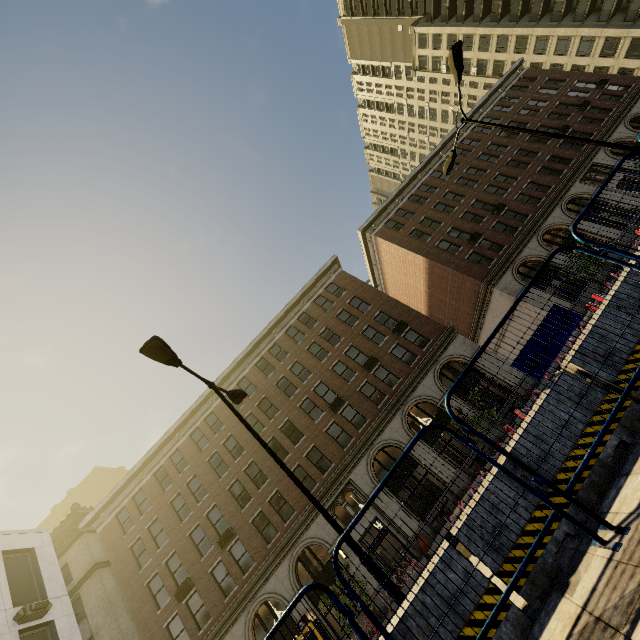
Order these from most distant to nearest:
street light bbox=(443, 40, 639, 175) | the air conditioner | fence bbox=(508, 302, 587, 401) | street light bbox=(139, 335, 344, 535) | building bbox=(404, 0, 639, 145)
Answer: building bbox=(404, 0, 639, 145) < the air conditioner < street light bbox=(443, 40, 639, 175) < street light bbox=(139, 335, 344, 535) < fence bbox=(508, 302, 587, 401)

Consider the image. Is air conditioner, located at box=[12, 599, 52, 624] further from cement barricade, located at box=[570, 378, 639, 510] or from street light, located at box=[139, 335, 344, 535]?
cement barricade, located at box=[570, 378, 639, 510]

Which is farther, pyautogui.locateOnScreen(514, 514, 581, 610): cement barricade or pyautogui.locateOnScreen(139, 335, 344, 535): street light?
pyautogui.locateOnScreen(139, 335, 344, 535): street light

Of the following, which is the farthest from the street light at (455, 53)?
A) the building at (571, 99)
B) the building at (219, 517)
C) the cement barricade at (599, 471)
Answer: the building at (571, 99)

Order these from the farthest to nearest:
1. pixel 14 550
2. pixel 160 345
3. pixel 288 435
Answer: pixel 288 435 → pixel 14 550 → pixel 160 345

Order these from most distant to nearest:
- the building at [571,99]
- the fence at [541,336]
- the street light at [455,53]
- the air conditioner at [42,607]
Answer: the building at [571,99] → the air conditioner at [42,607] → the street light at [455,53] → the fence at [541,336]

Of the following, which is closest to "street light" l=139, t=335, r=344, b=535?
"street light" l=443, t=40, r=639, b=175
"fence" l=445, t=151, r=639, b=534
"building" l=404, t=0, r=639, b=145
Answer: "fence" l=445, t=151, r=639, b=534

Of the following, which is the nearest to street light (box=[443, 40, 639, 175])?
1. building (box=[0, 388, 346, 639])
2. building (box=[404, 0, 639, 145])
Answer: building (box=[0, 388, 346, 639])
